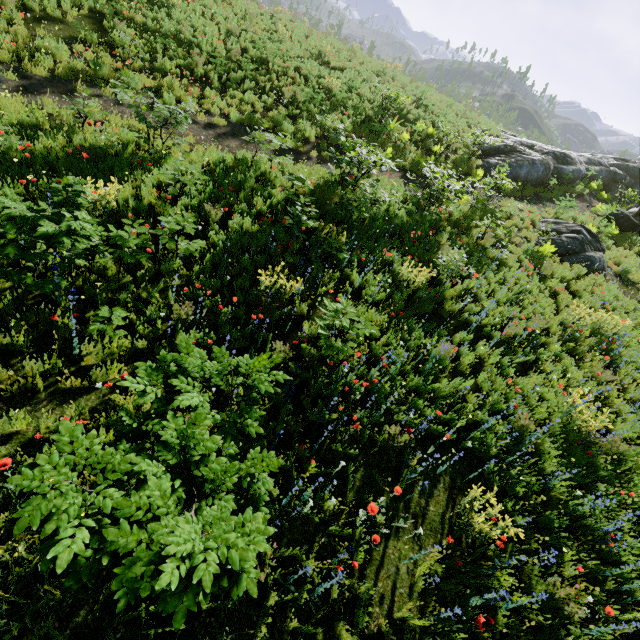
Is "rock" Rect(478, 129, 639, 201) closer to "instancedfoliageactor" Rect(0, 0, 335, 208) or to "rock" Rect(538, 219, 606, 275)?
"rock" Rect(538, 219, 606, 275)

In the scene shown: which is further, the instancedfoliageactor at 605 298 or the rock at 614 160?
the rock at 614 160

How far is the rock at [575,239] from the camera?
11.70m

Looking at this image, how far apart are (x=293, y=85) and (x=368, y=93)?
4.88m

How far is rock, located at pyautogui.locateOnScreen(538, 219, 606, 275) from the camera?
11.70m

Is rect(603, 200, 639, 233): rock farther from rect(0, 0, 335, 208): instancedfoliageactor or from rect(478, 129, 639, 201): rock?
rect(0, 0, 335, 208): instancedfoliageactor

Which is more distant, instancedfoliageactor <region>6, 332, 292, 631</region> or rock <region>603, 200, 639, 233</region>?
rock <region>603, 200, 639, 233</region>

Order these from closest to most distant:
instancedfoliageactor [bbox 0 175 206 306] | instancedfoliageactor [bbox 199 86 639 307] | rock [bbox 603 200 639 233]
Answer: instancedfoliageactor [bbox 0 175 206 306] < instancedfoliageactor [bbox 199 86 639 307] < rock [bbox 603 200 639 233]
